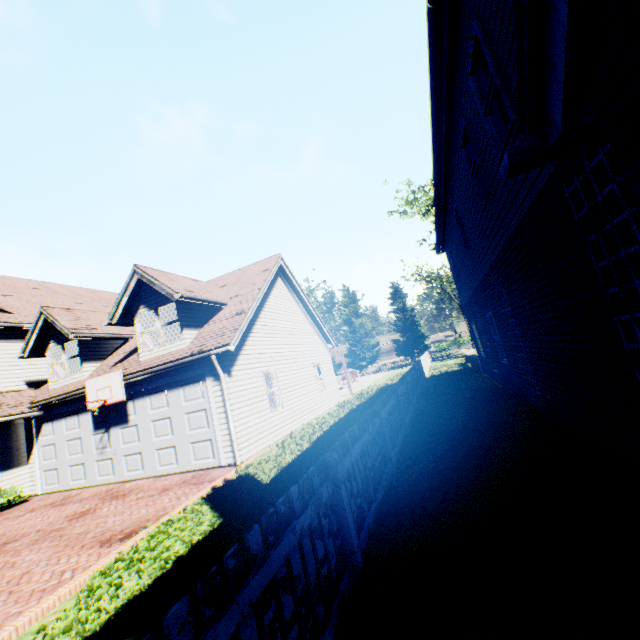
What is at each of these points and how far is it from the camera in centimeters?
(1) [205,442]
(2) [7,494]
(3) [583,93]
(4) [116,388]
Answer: (1) garage door, 998cm
(2) hedge, 1142cm
(3) chimney, 164cm
(4) basketball hoop, 1072cm

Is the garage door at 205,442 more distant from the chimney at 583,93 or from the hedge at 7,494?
the chimney at 583,93

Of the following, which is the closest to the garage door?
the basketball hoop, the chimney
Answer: the basketball hoop

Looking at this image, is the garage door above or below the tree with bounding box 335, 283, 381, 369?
below

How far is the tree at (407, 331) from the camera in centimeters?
4472cm

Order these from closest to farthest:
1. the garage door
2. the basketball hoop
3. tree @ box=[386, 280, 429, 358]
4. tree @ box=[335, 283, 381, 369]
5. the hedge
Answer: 1. the garage door
2. the basketball hoop
3. the hedge
4. tree @ box=[386, 280, 429, 358]
5. tree @ box=[335, 283, 381, 369]

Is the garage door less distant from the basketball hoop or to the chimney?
the basketball hoop

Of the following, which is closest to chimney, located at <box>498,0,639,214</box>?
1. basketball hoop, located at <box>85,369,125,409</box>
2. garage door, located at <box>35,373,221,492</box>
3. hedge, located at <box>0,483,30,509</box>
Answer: garage door, located at <box>35,373,221,492</box>
